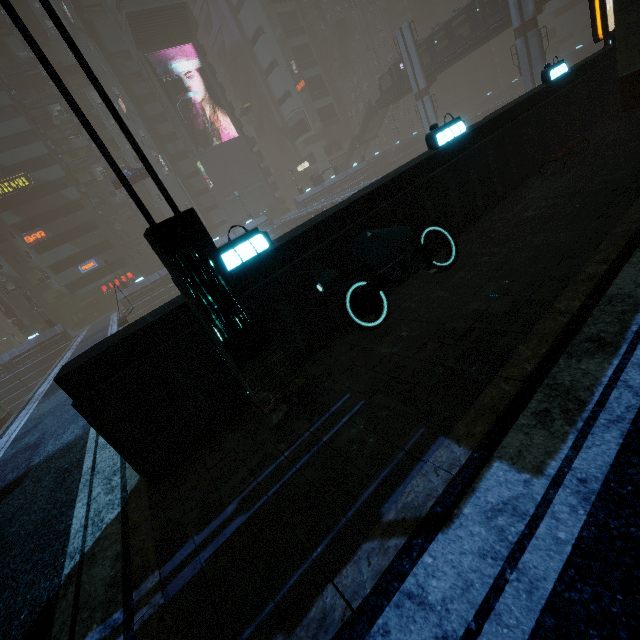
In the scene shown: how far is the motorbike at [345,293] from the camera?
5.3 meters

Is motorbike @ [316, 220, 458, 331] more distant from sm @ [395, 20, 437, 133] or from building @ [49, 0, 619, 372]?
sm @ [395, 20, 437, 133]

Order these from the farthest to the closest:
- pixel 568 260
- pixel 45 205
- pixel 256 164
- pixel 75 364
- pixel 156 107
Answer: pixel 256 164
pixel 156 107
pixel 45 205
pixel 568 260
pixel 75 364

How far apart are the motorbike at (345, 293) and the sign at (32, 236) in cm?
5264

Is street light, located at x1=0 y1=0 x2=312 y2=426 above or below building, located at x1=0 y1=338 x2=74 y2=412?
above

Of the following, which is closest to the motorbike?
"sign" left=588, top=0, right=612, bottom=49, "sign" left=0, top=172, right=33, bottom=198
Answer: "sign" left=588, top=0, right=612, bottom=49

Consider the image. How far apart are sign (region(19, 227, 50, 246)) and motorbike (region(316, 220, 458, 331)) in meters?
52.6

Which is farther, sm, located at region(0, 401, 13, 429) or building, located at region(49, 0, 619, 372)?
sm, located at region(0, 401, 13, 429)
